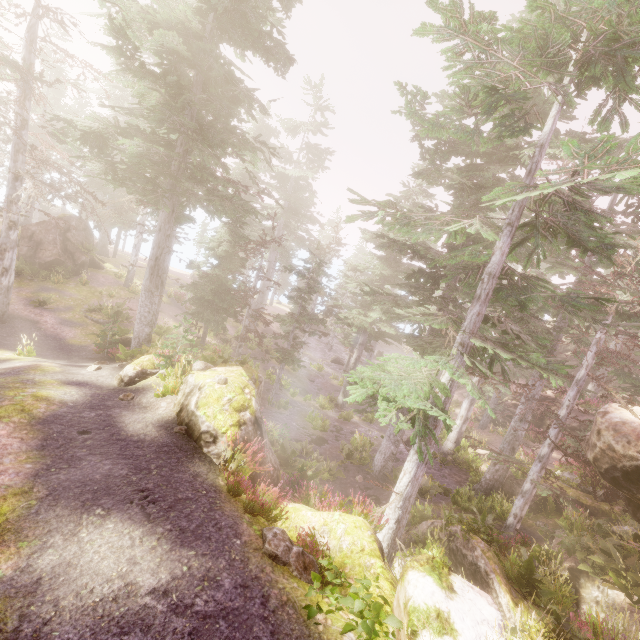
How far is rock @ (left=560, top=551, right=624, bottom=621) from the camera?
10.0 meters

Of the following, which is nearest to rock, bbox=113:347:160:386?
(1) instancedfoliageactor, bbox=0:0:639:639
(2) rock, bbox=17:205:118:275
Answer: (1) instancedfoliageactor, bbox=0:0:639:639

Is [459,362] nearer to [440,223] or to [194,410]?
[440,223]

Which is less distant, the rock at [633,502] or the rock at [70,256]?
the rock at [633,502]

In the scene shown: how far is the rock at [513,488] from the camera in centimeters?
1664cm

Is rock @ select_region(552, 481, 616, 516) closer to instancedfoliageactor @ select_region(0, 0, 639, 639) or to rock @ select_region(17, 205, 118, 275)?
instancedfoliageactor @ select_region(0, 0, 639, 639)
